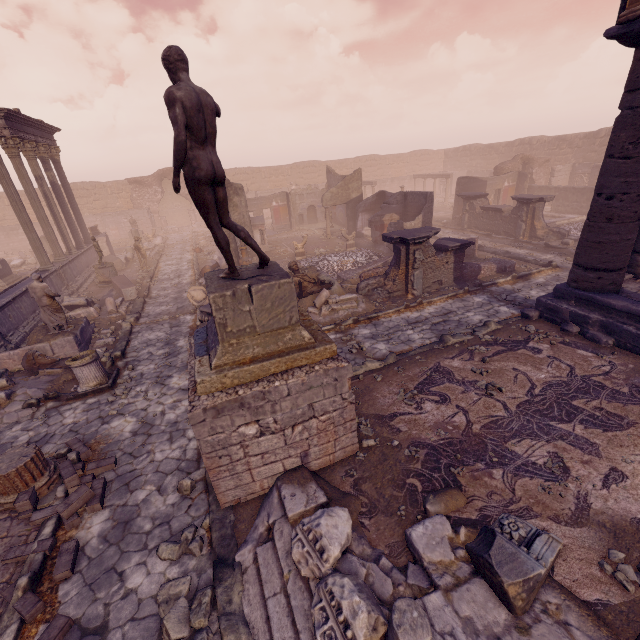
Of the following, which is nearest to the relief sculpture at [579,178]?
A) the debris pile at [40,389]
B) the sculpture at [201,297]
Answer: the sculpture at [201,297]

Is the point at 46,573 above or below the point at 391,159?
below

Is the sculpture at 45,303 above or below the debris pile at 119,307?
above

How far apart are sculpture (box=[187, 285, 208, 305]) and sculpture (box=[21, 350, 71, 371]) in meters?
4.1

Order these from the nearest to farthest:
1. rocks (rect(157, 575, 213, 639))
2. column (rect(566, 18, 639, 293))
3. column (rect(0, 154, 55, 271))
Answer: rocks (rect(157, 575, 213, 639)), column (rect(566, 18, 639, 293)), column (rect(0, 154, 55, 271))

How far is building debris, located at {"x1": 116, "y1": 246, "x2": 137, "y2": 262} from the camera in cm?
2116

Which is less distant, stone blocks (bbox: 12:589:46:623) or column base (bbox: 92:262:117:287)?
stone blocks (bbox: 12:589:46:623)

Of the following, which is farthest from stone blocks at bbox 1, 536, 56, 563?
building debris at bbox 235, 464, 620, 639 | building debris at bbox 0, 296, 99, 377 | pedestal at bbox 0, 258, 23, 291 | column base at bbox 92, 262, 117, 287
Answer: pedestal at bbox 0, 258, 23, 291
